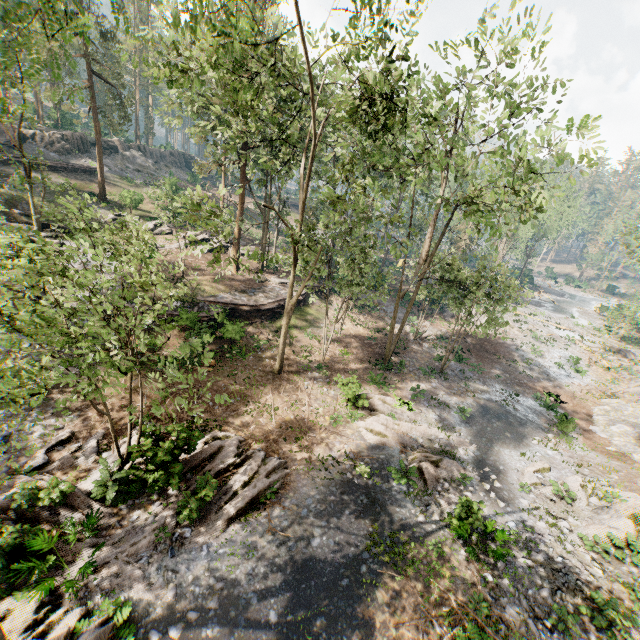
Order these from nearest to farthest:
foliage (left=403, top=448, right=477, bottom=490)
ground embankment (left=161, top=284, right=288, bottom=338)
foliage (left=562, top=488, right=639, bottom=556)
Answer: foliage (left=562, top=488, right=639, bottom=556)
foliage (left=403, top=448, right=477, bottom=490)
ground embankment (left=161, top=284, right=288, bottom=338)

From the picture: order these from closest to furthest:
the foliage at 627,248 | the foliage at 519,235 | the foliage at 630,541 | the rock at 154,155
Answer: the foliage at 519,235
the foliage at 630,541
the foliage at 627,248
the rock at 154,155

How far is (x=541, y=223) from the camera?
56.1 meters

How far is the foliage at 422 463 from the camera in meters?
15.1 m

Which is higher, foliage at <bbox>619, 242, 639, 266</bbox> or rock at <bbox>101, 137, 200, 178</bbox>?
foliage at <bbox>619, 242, 639, 266</bbox>

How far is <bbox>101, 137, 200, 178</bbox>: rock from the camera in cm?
4466

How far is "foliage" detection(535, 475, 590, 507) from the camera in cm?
1540

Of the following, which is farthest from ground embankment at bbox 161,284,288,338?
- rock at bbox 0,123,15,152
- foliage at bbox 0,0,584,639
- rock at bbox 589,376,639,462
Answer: rock at bbox 0,123,15,152
